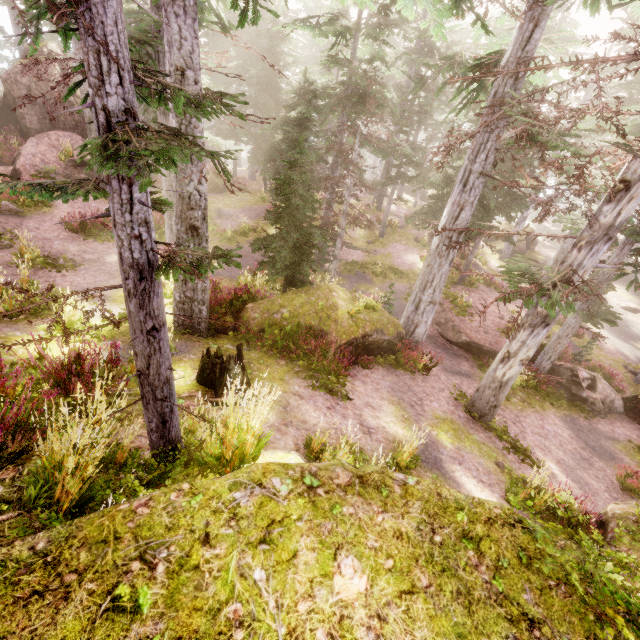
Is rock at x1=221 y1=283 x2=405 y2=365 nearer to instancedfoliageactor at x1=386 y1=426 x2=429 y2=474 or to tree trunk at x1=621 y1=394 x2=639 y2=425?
instancedfoliageactor at x1=386 y1=426 x2=429 y2=474

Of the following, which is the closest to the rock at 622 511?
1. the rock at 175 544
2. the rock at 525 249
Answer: the rock at 175 544

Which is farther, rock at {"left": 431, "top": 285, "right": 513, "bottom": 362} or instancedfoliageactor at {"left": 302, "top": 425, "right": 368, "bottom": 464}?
rock at {"left": 431, "top": 285, "right": 513, "bottom": 362}

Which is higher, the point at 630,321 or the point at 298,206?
the point at 298,206

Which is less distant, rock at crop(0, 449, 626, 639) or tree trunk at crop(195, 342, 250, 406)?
rock at crop(0, 449, 626, 639)

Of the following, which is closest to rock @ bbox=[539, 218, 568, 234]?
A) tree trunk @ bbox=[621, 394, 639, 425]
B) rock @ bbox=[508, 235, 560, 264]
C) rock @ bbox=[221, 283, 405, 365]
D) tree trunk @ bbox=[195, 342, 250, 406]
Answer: rock @ bbox=[508, 235, 560, 264]

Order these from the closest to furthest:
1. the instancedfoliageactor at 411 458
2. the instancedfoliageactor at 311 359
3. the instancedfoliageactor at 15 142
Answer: the instancedfoliageactor at 411 458 < the instancedfoliageactor at 311 359 < the instancedfoliageactor at 15 142

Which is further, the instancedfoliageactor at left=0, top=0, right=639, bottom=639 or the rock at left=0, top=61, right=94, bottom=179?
the rock at left=0, top=61, right=94, bottom=179
